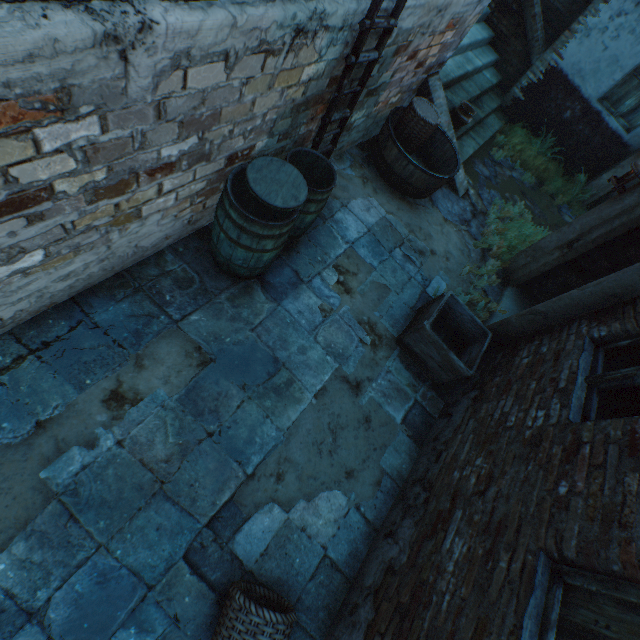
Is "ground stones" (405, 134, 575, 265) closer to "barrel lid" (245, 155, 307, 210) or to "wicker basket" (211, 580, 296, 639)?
"barrel lid" (245, 155, 307, 210)

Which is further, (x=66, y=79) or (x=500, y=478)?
(x=500, y=478)

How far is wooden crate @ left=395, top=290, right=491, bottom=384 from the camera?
3.5 meters

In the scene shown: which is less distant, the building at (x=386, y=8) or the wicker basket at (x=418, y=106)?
the building at (x=386, y=8)

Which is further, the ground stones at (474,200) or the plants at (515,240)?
the ground stones at (474,200)

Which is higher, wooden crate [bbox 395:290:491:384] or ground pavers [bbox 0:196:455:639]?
wooden crate [bbox 395:290:491:384]

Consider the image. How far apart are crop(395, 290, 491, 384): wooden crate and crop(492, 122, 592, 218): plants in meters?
5.2

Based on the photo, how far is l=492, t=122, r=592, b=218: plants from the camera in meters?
7.3
